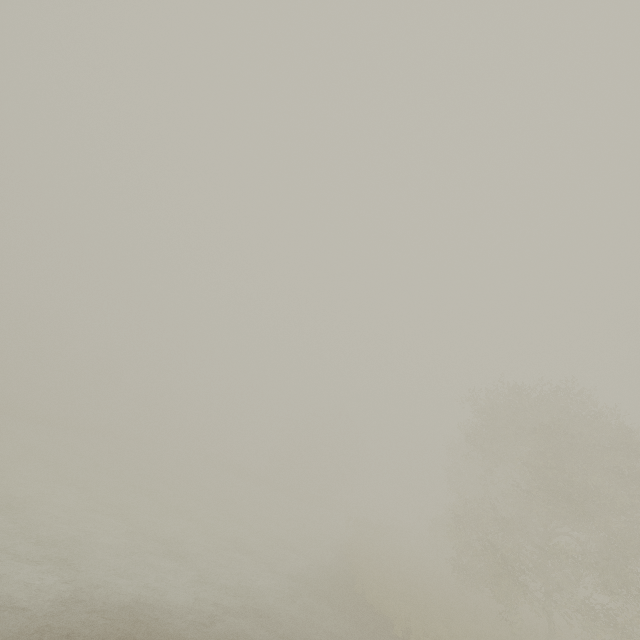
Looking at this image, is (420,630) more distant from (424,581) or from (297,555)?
(424,581)
